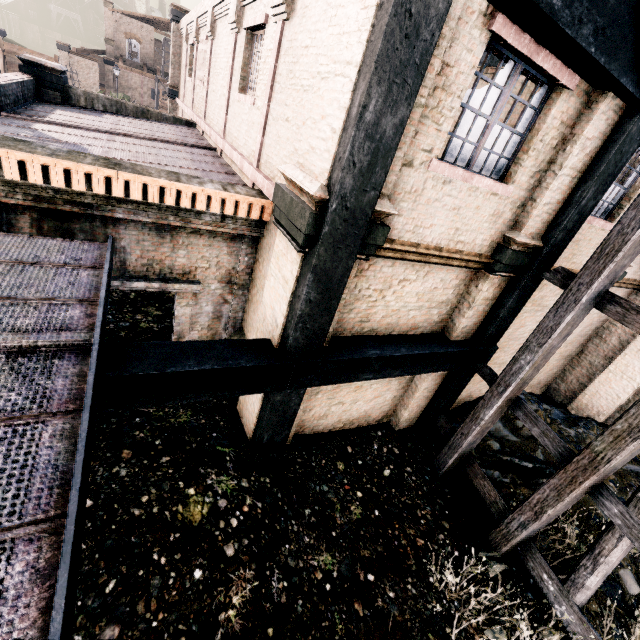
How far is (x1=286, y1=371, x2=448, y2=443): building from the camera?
7.8 meters

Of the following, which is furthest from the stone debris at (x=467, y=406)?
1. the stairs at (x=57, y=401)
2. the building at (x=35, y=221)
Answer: the stairs at (x=57, y=401)

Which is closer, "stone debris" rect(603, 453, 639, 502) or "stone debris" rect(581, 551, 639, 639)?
"stone debris" rect(581, 551, 639, 639)

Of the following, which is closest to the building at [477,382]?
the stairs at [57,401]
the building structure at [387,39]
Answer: the building structure at [387,39]

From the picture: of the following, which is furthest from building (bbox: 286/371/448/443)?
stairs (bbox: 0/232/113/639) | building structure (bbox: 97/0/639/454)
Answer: stairs (bbox: 0/232/113/639)

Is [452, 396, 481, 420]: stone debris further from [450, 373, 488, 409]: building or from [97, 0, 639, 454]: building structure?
[97, 0, 639, 454]: building structure

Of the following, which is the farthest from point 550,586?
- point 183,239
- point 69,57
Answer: point 69,57

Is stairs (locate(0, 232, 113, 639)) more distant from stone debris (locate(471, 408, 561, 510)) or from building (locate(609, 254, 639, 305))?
stone debris (locate(471, 408, 561, 510))
